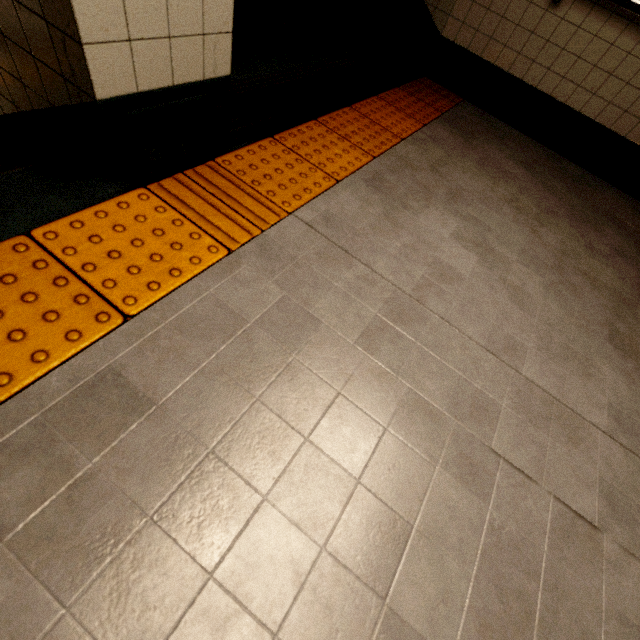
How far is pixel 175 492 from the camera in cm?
80

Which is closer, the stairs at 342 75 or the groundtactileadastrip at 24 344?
the groundtactileadastrip at 24 344

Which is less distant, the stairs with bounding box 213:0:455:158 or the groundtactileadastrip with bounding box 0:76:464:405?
the groundtactileadastrip with bounding box 0:76:464:405

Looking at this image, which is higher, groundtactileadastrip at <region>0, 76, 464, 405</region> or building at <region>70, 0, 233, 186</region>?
building at <region>70, 0, 233, 186</region>

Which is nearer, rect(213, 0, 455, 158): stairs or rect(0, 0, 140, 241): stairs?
rect(0, 0, 140, 241): stairs

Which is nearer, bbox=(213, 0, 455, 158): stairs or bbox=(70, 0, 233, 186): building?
bbox=(70, 0, 233, 186): building

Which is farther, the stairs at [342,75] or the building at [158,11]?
the stairs at [342,75]
